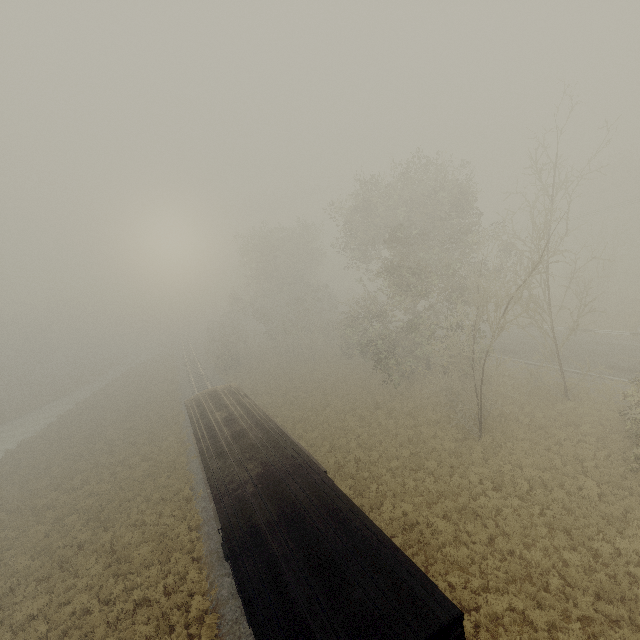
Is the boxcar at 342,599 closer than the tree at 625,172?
Yes

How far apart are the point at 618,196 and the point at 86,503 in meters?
70.5 m

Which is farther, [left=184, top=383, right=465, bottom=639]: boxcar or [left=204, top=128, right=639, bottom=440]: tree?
[left=204, top=128, right=639, bottom=440]: tree
